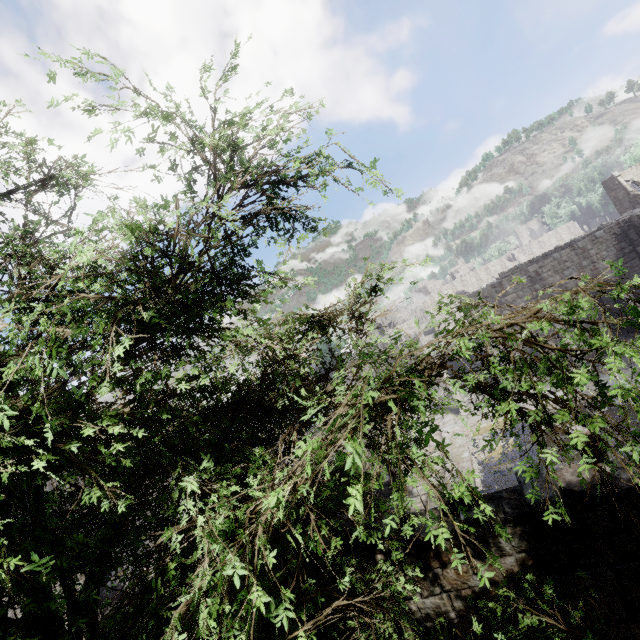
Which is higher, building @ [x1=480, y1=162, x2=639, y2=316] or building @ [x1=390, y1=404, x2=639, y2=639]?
building @ [x1=480, y1=162, x2=639, y2=316]

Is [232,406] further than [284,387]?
Yes

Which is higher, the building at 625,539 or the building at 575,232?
the building at 575,232

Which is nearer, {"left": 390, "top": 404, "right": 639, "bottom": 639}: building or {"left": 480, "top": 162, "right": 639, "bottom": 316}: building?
{"left": 390, "top": 404, "right": 639, "bottom": 639}: building

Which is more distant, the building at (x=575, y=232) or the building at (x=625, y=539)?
the building at (x=575, y=232)
